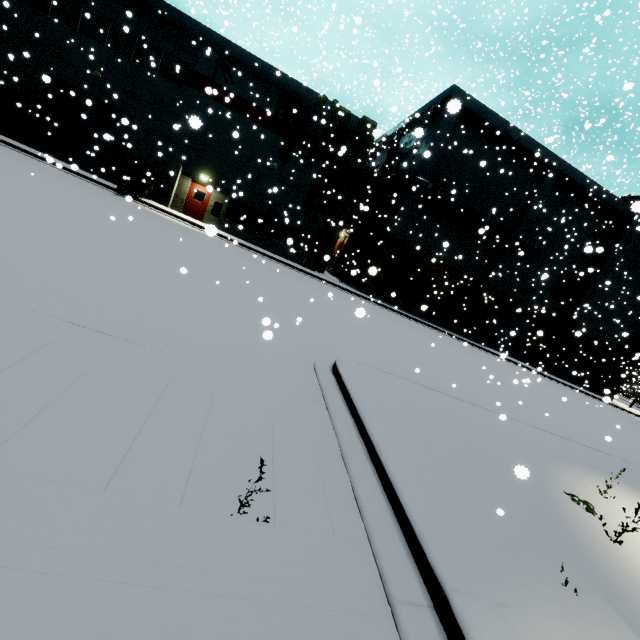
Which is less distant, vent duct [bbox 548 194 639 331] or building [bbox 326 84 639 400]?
building [bbox 326 84 639 400]

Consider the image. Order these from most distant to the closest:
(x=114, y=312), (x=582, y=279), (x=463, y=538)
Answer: (x=582, y=279) → (x=114, y=312) → (x=463, y=538)

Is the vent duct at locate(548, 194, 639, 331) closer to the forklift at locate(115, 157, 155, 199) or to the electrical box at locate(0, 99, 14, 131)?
the forklift at locate(115, 157, 155, 199)

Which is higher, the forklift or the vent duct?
the vent duct

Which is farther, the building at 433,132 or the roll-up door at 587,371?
the roll-up door at 587,371

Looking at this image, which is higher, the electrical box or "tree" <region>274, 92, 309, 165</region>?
"tree" <region>274, 92, 309, 165</region>

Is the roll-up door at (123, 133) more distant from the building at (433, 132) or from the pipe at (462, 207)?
the pipe at (462, 207)

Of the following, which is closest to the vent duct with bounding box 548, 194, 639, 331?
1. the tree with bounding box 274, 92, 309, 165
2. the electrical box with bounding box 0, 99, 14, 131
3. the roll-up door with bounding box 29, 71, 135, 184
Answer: the tree with bounding box 274, 92, 309, 165
